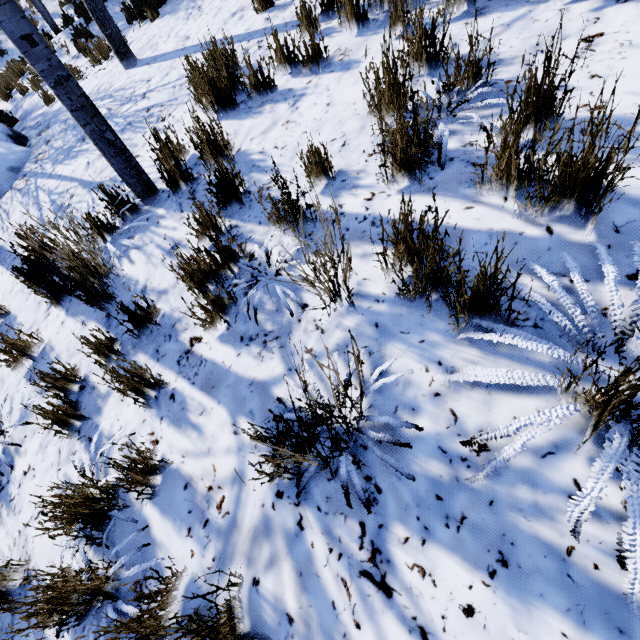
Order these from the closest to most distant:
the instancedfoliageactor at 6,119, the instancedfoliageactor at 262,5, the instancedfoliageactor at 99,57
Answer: the instancedfoliageactor at 262,5 → the instancedfoliageactor at 99,57 → the instancedfoliageactor at 6,119

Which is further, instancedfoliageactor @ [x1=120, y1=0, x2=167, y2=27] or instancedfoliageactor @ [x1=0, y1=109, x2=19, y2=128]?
instancedfoliageactor @ [x1=0, y1=109, x2=19, y2=128]

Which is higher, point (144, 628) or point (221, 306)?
point (221, 306)

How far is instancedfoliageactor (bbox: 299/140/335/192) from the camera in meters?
2.1 m

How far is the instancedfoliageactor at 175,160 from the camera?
2.8 meters
